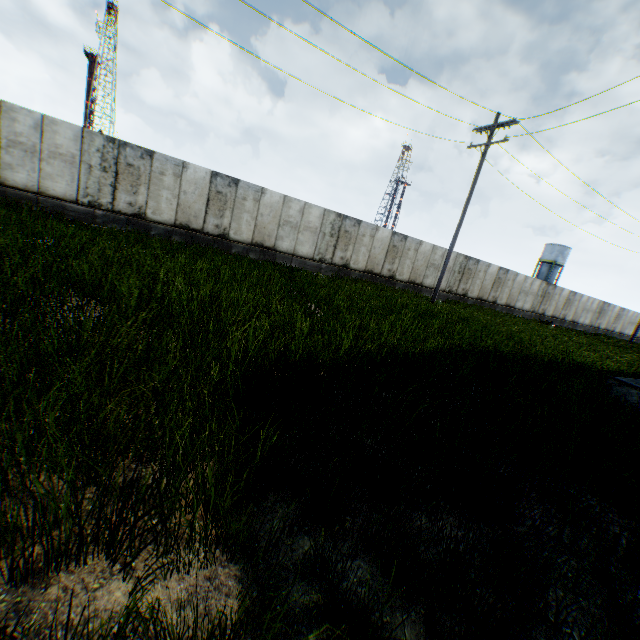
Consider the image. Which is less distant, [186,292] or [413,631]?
[413,631]

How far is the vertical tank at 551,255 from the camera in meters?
57.5 m

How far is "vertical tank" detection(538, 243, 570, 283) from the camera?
57.50m
